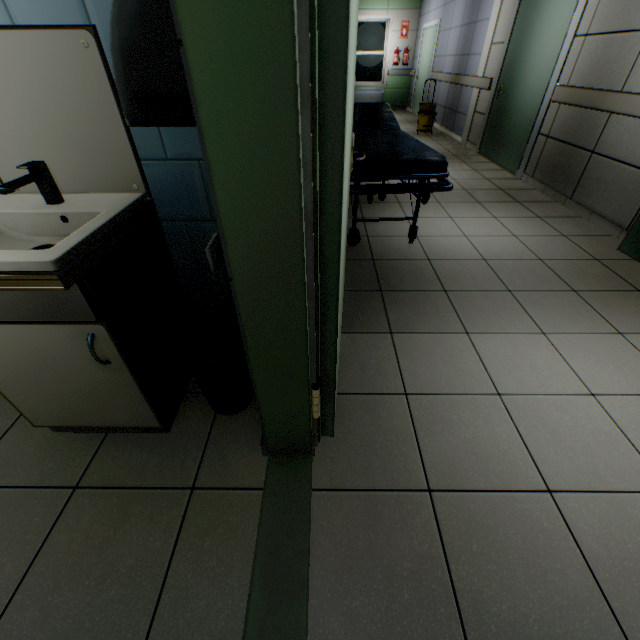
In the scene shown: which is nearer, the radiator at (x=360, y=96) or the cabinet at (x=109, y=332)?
the cabinet at (x=109, y=332)

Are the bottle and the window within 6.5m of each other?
yes

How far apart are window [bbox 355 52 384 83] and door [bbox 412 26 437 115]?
1.4m

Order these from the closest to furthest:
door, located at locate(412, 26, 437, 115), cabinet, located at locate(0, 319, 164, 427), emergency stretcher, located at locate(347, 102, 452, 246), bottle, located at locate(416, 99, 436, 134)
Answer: cabinet, located at locate(0, 319, 164, 427) → emergency stretcher, located at locate(347, 102, 452, 246) → bottle, located at locate(416, 99, 436, 134) → door, located at locate(412, 26, 437, 115)

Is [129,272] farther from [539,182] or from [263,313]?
[539,182]

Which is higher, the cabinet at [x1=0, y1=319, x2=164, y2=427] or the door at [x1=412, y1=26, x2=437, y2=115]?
the door at [x1=412, y1=26, x2=437, y2=115]

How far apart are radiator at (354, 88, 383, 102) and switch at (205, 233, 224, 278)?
12.8m

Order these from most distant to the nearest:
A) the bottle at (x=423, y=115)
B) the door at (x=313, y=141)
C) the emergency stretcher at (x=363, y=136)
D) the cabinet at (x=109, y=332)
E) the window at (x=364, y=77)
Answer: the window at (x=364, y=77)
the bottle at (x=423, y=115)
the emergency stretcher at (x=363, y=136)
the cabinet at (x=109, y=332)
the door at (x=313, y=141)
